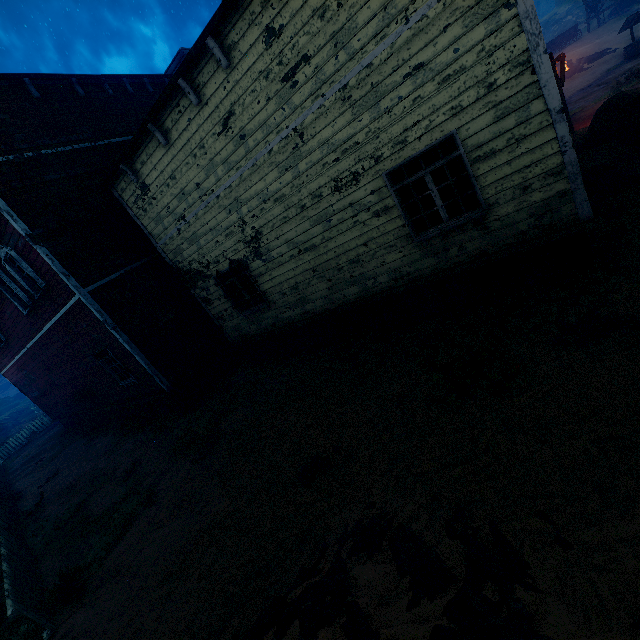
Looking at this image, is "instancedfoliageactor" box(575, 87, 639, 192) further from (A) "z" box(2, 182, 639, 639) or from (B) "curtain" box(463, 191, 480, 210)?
(B) "curtain" box(463, 191, 480, 210)

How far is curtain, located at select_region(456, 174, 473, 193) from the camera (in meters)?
5.82

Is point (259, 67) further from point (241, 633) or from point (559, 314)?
point (241, 633)

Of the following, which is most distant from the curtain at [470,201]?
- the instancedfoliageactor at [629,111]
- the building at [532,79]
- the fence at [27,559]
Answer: the fence at [27,559]

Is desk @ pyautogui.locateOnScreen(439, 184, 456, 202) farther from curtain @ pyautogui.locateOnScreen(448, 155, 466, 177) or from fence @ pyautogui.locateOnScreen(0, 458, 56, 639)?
fence @ pyautogui.locateOnScreen(0, 458, 56, 639)

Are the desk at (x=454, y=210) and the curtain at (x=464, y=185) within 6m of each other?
yes

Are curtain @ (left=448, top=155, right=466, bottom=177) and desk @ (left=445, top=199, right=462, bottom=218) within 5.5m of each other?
yes
